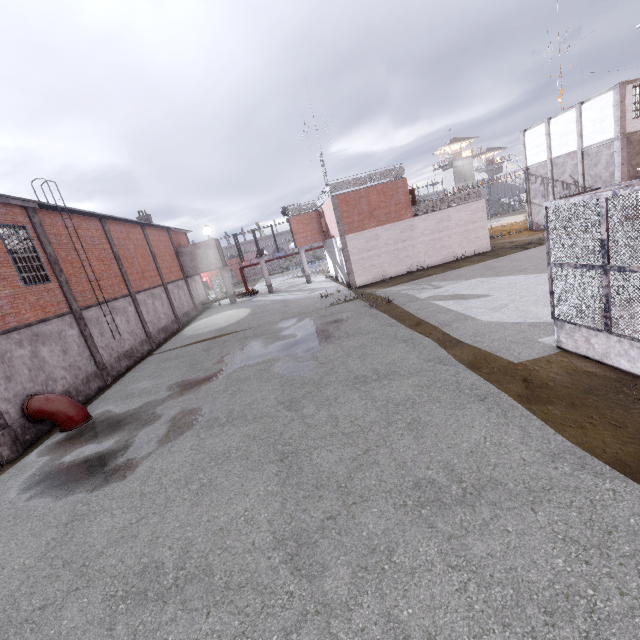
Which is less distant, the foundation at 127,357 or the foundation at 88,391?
the foundation at 88,391

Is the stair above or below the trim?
below

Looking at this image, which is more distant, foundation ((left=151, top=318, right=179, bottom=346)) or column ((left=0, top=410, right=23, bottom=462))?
foundation ((left=151, top=318, right=179, bottom=346))

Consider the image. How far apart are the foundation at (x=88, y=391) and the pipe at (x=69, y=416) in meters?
0.1 m

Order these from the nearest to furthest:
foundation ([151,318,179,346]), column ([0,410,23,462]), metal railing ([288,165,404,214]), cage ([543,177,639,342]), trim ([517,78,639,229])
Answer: cage ([543,177,639,342]) → column ([0,410,23,462]) → trim ([517,78,639,229]) → foundation ([151,318,179,346]) → metal railing ([288,165,404,214])

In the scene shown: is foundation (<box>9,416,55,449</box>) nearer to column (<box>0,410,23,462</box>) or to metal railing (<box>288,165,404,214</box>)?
column (<box>0,410,23,462</box>)

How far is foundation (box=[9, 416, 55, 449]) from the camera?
11.06m

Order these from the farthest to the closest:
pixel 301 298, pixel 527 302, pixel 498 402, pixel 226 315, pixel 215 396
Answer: pixel 226 315 < pixel 301 298 < pixel 527 302 < pixel 215 396 < pixel 498 402
